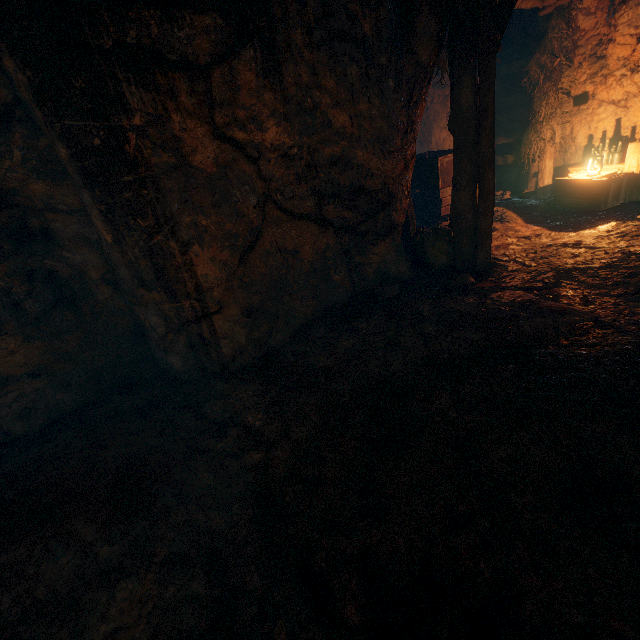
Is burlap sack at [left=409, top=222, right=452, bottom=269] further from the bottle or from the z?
the bottle

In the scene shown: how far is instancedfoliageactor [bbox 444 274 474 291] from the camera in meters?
4.7

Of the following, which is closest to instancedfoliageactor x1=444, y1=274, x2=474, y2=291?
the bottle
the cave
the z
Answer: the cave

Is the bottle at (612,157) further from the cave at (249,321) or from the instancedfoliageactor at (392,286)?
the instancedfoliageactor at (392,286)

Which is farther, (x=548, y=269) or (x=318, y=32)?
(x=548, y=269)

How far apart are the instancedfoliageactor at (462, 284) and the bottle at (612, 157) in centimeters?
495cm

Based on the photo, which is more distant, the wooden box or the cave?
the wooden box

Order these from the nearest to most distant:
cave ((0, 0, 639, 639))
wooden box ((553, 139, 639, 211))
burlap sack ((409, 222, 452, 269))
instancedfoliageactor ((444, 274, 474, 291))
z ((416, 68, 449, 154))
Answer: cave ((0, 0, 639, 639)) → instancedfoliageactor ((444, 274, 474, 291)) → burlap sack ((409, 222, 452, 269)) → wooden box ((553, 139, 639, 211)) → z ((416, 68, 449, 154))
